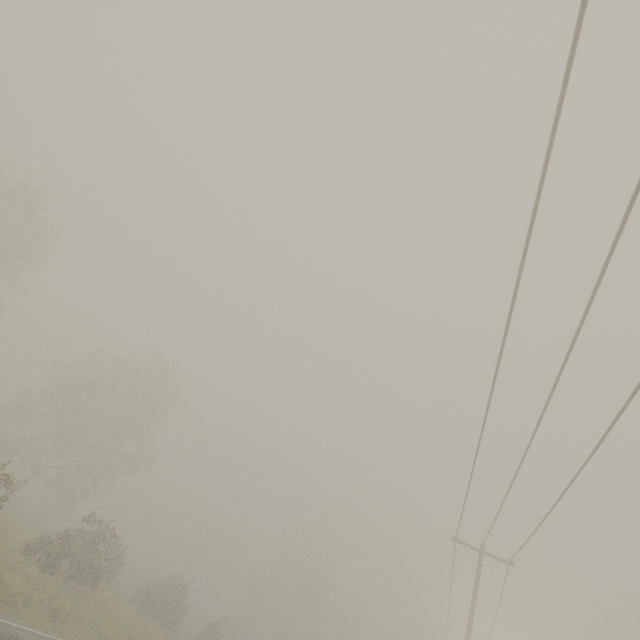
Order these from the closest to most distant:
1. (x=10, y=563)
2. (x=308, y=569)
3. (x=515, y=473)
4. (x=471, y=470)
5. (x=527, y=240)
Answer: (x=527, y=240), (x=515, y=473), (x=471, y=470), (x=10, y=563), (x=308, y=569)

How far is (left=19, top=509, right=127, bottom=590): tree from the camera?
18.17m

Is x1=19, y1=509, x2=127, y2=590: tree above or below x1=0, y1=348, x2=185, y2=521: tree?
below

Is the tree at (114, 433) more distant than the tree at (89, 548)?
Yes

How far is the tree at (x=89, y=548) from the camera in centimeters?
1817cm

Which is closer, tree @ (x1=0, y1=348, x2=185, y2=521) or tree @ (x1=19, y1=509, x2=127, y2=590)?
tree @ (x1=19, y1=509, x2=127, y2=590)
